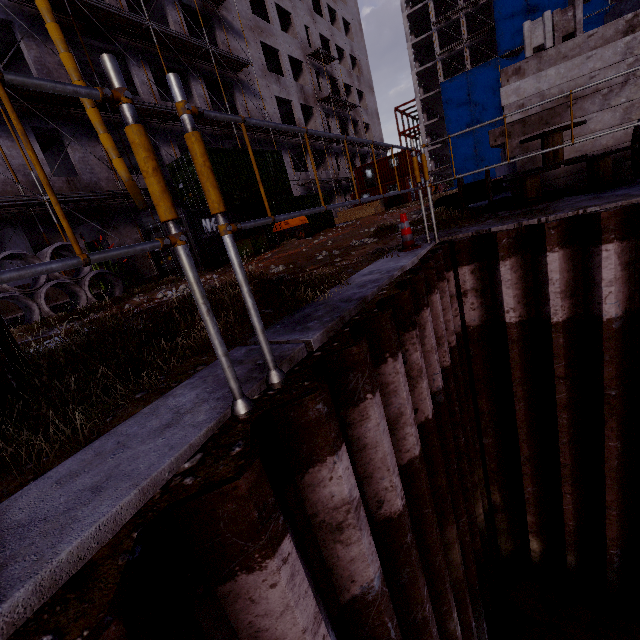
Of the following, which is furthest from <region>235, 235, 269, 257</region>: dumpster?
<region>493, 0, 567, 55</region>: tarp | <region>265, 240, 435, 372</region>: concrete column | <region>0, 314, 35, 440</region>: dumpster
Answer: <region>493, 0, 567, 55</region>: tarp

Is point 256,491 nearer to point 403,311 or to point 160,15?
point 403,311

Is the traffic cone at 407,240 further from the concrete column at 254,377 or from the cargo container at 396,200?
the cargo container at 396,200

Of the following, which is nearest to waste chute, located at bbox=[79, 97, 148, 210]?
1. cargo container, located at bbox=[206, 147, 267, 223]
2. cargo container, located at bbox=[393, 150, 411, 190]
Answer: cargo container, located at bbox=[206, 147, 267, 223]

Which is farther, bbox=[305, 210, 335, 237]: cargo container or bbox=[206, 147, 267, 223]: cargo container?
bbox=[305, 210, 335, 237]: cargo container

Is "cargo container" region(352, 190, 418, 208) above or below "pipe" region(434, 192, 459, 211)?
above

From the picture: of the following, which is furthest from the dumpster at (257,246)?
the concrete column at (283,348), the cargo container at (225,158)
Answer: the concrete column at (283,348)

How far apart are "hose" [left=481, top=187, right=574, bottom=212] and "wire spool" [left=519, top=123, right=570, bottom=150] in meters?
0.1
